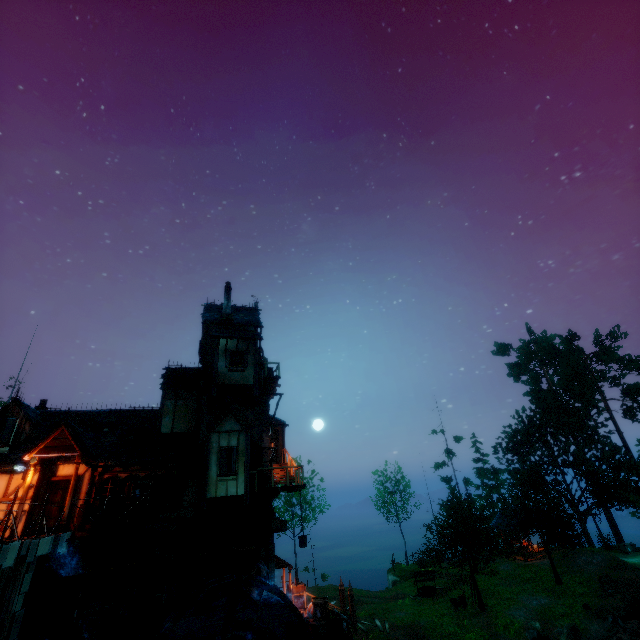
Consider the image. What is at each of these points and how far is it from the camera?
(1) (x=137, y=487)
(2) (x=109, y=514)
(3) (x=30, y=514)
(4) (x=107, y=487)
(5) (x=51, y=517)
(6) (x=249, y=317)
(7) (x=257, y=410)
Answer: (1) box, 14.7 meters
(2) barrel, 14.2 meters
(3) building, 14.0 meters
(4) window, 15.1 meters
(5) door, 14.1 meters
(6) building, 23.9 meters
(7) tower, 19.5 meters

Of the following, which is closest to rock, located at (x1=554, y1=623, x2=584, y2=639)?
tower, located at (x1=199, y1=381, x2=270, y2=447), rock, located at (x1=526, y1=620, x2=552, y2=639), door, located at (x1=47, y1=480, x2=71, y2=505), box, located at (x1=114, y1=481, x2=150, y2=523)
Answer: rock, located at (x1=526, y1=620, x2=552, y2=639)

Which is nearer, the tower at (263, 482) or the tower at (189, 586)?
the tower at (189, 586)

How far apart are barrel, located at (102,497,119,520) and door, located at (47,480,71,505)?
1.7m

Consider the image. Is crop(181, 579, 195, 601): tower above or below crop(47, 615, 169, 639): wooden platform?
above

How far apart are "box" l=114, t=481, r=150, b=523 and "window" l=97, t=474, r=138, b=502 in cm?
1

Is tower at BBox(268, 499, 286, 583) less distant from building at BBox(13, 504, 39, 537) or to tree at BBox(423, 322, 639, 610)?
building at BBox(13, 504, 39, 537)

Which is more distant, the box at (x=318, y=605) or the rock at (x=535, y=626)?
the rock at (x=535, y=626)
